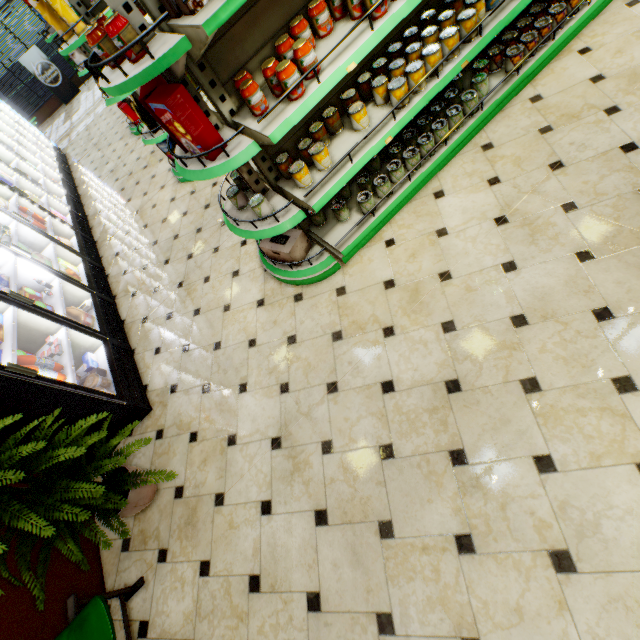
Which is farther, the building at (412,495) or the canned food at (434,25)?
the canned food at (434,25)

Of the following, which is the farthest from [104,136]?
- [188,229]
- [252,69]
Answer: [252,69]

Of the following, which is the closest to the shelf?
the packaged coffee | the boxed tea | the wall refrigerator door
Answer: the boxed tea

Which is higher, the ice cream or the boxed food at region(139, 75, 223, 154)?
the boxed food at region(139, 75, 223, 154)

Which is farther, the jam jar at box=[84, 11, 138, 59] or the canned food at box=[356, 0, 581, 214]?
the canned food at box=[356, 0, 581, 214]

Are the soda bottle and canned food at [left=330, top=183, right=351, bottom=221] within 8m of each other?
yes

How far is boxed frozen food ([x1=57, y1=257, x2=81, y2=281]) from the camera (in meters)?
4.44

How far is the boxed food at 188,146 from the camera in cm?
185
